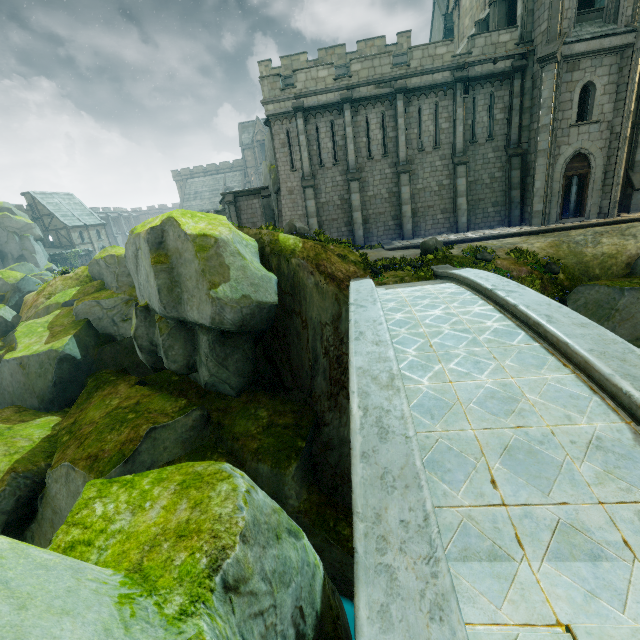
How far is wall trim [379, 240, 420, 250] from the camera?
18.11m

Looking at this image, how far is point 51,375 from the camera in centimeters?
1408cm

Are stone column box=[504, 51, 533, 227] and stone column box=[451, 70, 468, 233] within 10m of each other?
yes

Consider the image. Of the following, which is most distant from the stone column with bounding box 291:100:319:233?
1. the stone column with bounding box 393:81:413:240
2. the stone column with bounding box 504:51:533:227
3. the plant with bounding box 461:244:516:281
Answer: the stone column with bounding box 504:51:533:227

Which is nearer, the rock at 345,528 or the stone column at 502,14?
the rock at 345,528

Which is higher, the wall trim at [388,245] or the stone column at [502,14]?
the stone column at [502,14]

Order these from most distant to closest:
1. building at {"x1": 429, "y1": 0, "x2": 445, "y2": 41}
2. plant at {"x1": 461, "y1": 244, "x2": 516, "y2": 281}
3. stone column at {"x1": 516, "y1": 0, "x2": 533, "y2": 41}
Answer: building at {"x1": 429, "y1": 0, "x2": 445, "y2": 41}
stone column at {"x1": 516, "y1": 0, "x2": 533, "y2": 41}
plant at {"x1": 461, "y1": 244, "x2": 516, "y2": 281}

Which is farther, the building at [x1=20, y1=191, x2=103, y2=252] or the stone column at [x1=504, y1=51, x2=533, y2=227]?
the building at [x1=20, y1=191, x2=103, y2=252]
